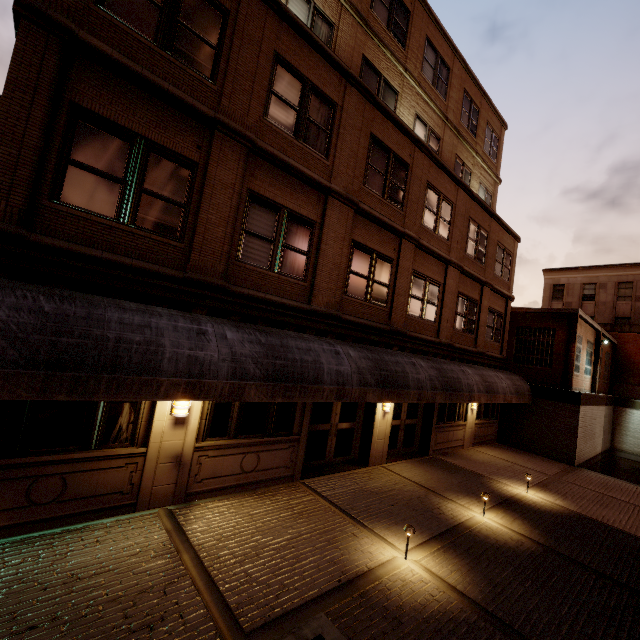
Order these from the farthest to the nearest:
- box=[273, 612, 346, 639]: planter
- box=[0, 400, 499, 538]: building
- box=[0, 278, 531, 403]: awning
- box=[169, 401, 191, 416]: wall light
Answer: box=[169, 401, 191, 416]: wall light → box=[0, 400, 499, 538]: building → box=[0, 278, 531, 403]: awning → box=[273, 612, 346, 639]: planter

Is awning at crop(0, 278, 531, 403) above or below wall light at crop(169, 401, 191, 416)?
above

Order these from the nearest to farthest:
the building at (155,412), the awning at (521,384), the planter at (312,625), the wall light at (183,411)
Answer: the planter at (312,625) < the awning at (521,384) < the building at (155,412) < the wall light at (183,411)

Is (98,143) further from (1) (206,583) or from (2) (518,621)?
(2) (518,621)

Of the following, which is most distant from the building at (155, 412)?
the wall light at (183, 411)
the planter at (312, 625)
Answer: the planter at (312, 625)

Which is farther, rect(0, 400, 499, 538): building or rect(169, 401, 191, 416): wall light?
rect(169, 401, 191, 416): wall light

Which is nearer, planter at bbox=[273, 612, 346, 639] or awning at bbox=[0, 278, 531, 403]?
planter at bbox=[273, 612, 346, 639]

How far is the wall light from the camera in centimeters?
654cm
